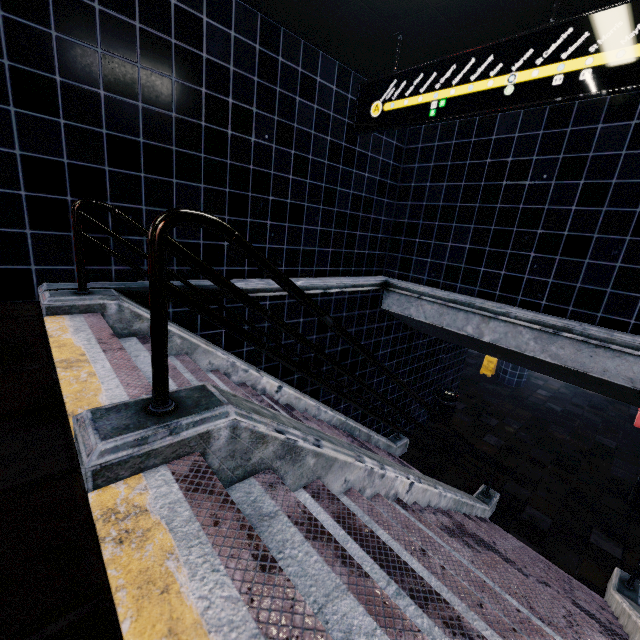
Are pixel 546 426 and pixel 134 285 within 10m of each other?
no
